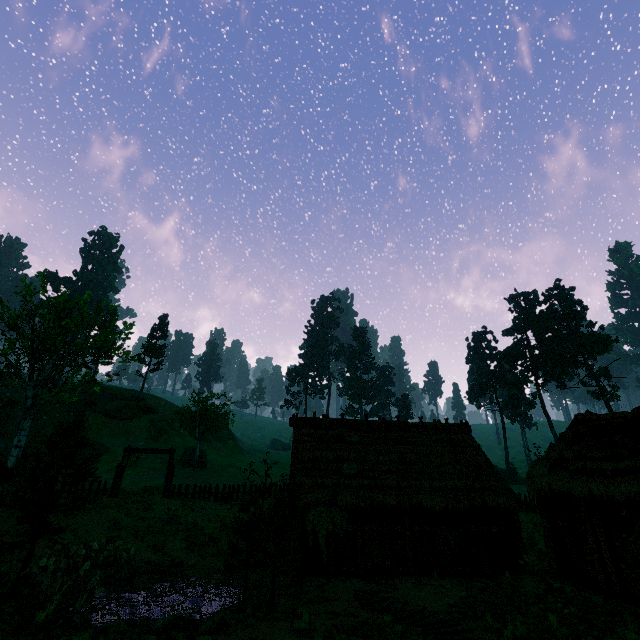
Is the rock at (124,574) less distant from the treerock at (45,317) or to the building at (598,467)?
the treerock at (45,317)

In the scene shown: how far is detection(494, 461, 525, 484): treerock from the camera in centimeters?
5345cm

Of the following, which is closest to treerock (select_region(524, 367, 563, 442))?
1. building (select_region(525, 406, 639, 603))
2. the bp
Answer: building (select_region(525, 406, 639, 603))

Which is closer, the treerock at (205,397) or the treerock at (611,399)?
the treerock at (205,397)

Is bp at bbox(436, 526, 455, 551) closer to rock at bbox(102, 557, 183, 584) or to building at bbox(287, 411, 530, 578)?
building at bbox(287, 411, 530, 578)

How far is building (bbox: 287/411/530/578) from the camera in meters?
16.1

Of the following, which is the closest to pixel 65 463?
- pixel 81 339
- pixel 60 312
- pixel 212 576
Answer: pixel 212 576

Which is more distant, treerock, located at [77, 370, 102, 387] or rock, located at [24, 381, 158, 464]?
rock, located at [24, 381, 158, 464]
